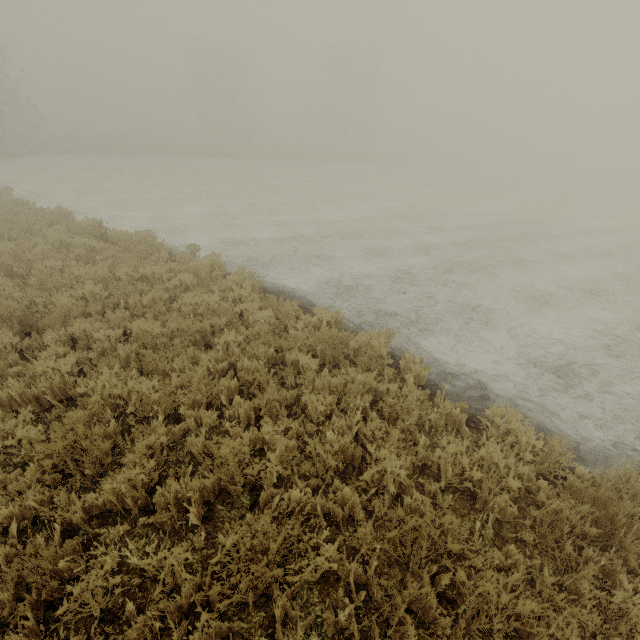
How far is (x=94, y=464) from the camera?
3.7 meters
